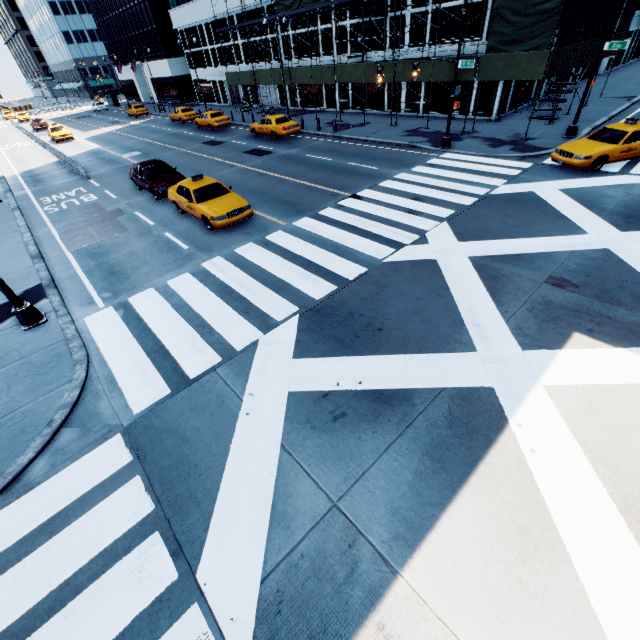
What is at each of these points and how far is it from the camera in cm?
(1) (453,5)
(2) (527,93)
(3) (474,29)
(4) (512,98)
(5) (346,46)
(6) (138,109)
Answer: (1) building, 2155
(2) building, 2494
(3) building, 2136
(4) building, 2370
(5) building, 2859
(6) vehicle, 4603

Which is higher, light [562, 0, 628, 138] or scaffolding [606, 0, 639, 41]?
scaffolding [606, 0, 639, 41]

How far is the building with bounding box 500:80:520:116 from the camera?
22.6 meters

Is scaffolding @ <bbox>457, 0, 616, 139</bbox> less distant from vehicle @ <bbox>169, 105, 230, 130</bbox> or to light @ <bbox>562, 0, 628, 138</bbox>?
light @ <bbox>562, 0, 628, 138</bbox>

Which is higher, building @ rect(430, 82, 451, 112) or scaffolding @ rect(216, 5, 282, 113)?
scaffolding @ rect(216, 5, 282, 113)

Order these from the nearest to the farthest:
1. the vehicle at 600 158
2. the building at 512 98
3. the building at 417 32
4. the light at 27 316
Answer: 1. the light at 27 316
2. the vehicle at 600 158
3. the building at 512 98
4. the building at 417 32

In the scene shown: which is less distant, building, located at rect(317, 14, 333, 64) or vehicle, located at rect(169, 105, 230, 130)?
building, located at rect(317, 14, 333, 64)

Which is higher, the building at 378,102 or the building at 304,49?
the building at 304,49
